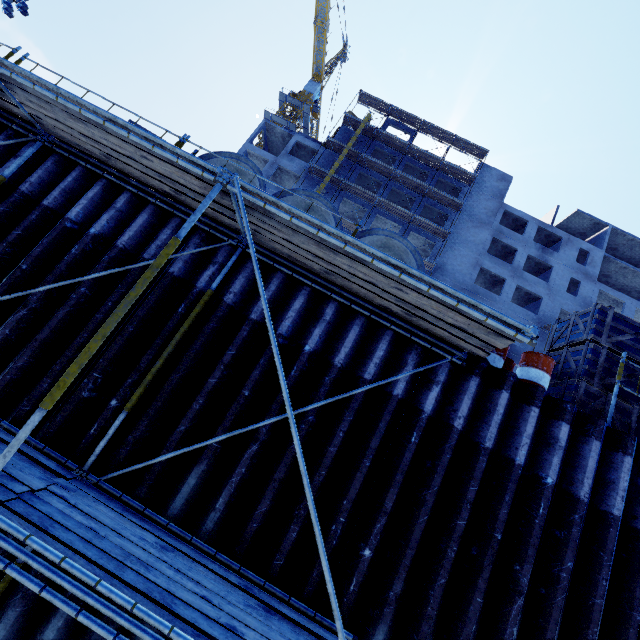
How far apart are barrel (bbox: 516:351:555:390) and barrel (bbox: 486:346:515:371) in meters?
0.2 m

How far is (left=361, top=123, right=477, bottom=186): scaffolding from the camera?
34.5m

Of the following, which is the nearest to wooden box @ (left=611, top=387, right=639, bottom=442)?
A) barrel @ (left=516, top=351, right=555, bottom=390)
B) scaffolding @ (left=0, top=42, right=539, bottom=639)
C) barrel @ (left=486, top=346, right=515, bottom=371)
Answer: barrel @ (left=516, top=351, right=555, bottom=390)

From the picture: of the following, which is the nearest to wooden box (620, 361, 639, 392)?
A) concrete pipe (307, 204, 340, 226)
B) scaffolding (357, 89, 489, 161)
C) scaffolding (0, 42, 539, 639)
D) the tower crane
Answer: scaffolding (0, 42, 539, 639)

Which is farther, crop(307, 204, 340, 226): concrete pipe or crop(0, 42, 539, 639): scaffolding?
crop(307, 204, 340, 226): concrete pipe

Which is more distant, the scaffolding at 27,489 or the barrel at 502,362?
the barrel at 502,362

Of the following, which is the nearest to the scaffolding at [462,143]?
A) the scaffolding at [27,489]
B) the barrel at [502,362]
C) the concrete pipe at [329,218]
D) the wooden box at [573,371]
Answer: the scaffolding at [27,489]

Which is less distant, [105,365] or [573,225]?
[105,365]
